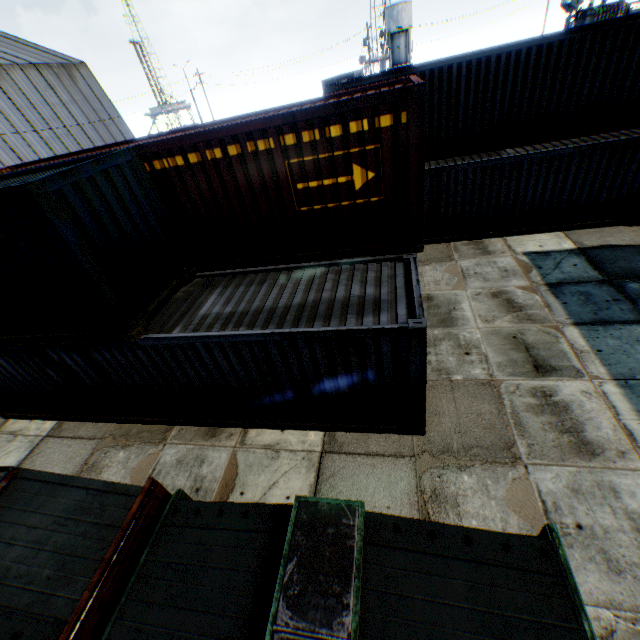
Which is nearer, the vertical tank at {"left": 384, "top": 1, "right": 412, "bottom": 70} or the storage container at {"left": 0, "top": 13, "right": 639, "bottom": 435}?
the storage container at {"left": 0, "top": 13, "right": 639, "bottom": 435}

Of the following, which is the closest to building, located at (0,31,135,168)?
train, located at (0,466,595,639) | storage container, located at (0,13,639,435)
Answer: storage container, located at (0,13,639,435)

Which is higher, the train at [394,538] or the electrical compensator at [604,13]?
the electrical compensator at [604,13]

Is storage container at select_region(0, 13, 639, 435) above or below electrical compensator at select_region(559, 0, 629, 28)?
below

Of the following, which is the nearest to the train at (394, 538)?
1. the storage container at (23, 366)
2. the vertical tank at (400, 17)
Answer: the storage container at (23, 366)

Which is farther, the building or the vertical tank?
the vertical tank

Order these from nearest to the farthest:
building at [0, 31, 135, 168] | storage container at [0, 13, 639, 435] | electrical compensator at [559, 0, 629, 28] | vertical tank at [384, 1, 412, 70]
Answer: storage container at [0, 13, 639, 435] → electrical compensator at [559, 0, 629, 28] → building at [0, 31, 135, 168] → vertical tank at [384, 1, 412, 70]

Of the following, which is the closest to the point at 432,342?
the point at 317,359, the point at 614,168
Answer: the point at 317,359
